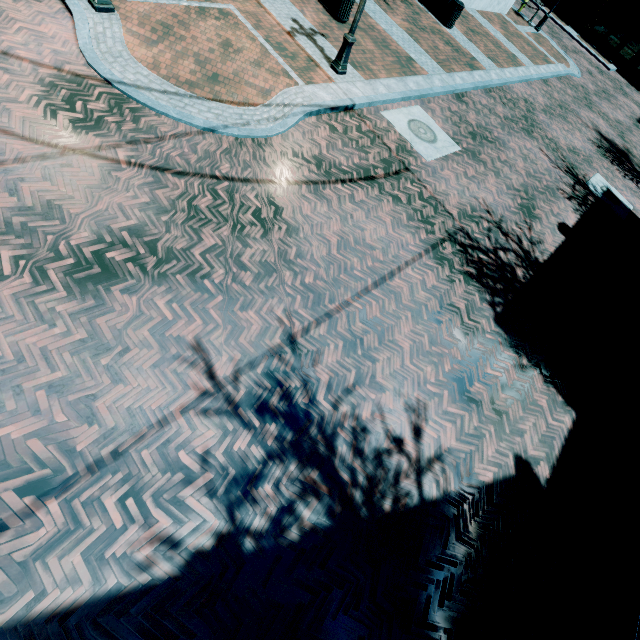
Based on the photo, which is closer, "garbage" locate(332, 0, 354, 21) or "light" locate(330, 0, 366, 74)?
"light" locate(330, 0, 366, 74)

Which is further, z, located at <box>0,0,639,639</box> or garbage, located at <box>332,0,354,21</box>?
garbage, located at <box>332,0,354,21</box>

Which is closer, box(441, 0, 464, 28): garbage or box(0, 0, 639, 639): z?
box(0, 0, 639, 639): z

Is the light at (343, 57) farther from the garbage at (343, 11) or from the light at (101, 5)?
the light at (101, 5)

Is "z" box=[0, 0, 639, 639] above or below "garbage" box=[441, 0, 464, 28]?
below

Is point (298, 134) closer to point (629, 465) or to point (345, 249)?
point (345, 249)

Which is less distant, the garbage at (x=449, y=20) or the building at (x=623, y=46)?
the garbage at (x=449, y=20)

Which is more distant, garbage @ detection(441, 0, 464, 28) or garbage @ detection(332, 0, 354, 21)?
garbage @ detection(441, 0, 464, 28)
